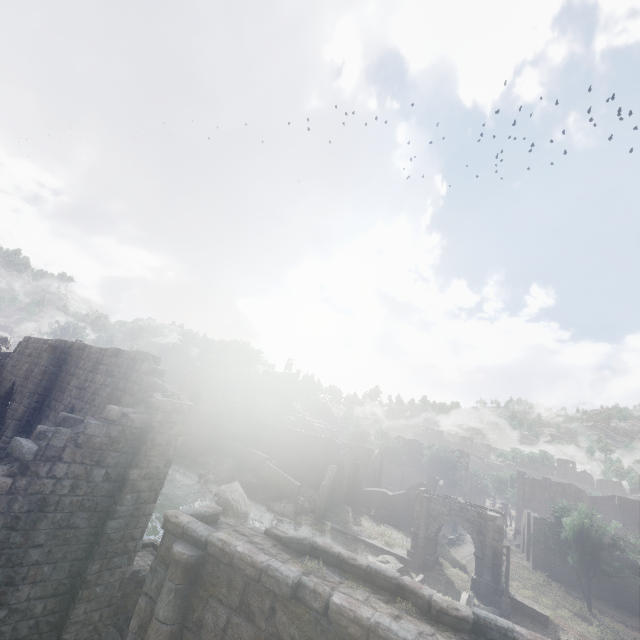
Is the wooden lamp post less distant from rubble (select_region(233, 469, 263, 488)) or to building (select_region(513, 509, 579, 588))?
building (select_region(513, 509, 579, 588))

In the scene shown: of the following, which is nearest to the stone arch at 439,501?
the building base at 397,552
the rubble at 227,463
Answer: the building base at 397,552

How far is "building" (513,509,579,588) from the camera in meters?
36.8

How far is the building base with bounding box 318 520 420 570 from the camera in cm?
2952

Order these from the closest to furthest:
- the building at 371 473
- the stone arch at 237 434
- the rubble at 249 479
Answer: the rubble at 249 479
the building at 371 473
the stone arch at 237 434

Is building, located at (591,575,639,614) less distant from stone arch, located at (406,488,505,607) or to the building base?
stone arch, located at (406,488,505,607)

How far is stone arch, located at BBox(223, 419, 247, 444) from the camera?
50.5m

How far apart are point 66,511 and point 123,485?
1.4 meters
